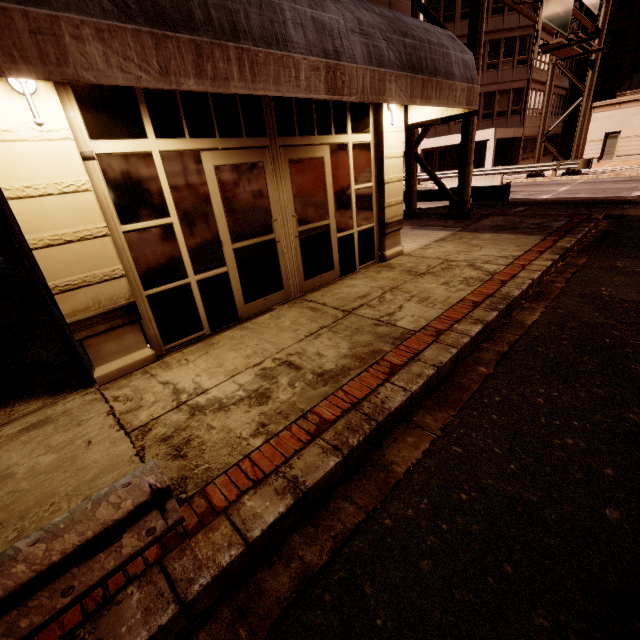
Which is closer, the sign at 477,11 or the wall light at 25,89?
the wall light at 25,89

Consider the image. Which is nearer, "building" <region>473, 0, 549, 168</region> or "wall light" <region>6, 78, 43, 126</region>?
"wall light" <region>6, 78, 43, 126</region>

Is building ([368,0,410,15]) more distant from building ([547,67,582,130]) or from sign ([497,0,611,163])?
building ([547,67,582,130])

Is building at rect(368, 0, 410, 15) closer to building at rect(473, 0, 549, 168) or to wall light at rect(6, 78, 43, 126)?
wall light at rect(6, 78, 43, 126)

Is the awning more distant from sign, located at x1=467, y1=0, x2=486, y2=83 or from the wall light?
sign, located at x1=467, y1=0, x2=486, y2=83

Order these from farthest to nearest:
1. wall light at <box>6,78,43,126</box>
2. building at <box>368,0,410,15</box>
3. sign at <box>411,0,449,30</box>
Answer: sign at <box>411,0,449,30</box>, building at <box>368,0,410,15</box>, wall light at <box>6,78,43,126</box>

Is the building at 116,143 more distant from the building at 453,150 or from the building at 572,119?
the building at 572,119

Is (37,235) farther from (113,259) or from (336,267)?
(336,267)
